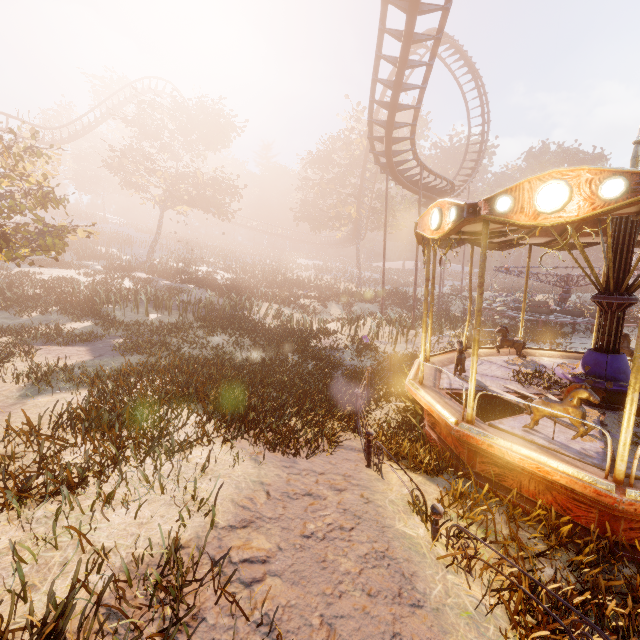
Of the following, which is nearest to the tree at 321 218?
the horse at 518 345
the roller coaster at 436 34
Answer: the roller coaster at 436 34

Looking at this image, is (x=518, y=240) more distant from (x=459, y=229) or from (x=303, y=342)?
(x=303, y=342)

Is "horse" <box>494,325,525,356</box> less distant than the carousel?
No

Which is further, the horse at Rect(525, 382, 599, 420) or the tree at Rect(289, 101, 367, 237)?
the tree at Rect(289, 101, 367, 237)

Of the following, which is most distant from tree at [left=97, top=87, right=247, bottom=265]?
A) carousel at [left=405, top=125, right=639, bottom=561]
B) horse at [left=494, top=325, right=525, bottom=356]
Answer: horse at [left=494, top=325, right=525, bottom=356]

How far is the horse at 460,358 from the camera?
7.4m

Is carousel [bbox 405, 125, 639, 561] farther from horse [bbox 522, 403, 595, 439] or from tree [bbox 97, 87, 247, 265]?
tree [bbox 97, 87, 247, 265]

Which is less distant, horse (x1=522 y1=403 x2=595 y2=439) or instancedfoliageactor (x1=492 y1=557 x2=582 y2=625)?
instancedfoliageactor (x1=492 y1=557 x2=582 y2=625)
